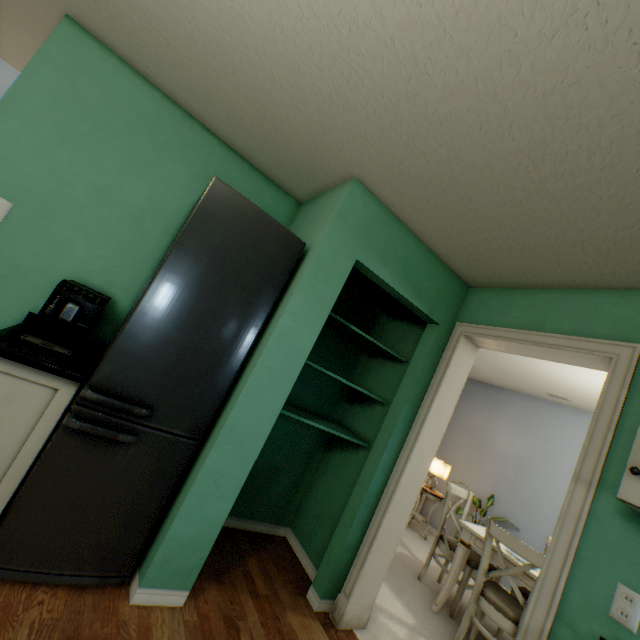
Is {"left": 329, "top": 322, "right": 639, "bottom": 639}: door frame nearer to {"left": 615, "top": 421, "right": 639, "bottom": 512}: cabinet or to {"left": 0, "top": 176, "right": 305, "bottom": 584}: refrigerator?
{"left": 615, "top": 421, "right": 639, "bottom": 512}: cabinet

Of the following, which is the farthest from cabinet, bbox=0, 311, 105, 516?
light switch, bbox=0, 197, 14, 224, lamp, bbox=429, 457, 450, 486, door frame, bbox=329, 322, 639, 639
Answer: lamp, bbox=429, 457, 450, 486

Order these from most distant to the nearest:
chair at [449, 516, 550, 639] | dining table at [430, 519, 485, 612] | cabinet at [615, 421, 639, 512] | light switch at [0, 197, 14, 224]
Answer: dining table at [430, 519, 485, 612] < chair at [449, 516, 550, 639] < light switch at [0, 197, 14, 224] < cabinet at [615, 421, 639, 512]

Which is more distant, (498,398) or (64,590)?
(498,398)

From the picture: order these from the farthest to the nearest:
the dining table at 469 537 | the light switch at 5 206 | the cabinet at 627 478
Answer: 1. the dining table at 469 537
2. the light switch at 5 206
3. the cabinet at 627 478

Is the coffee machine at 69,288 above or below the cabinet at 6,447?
above

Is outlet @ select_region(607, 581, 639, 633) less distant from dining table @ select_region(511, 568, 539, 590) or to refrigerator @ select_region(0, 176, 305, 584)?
dining table @ select_region(511, 568, 539, 590)

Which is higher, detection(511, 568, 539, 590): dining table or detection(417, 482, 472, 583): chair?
detection(511, 568, 539, 590): dining table
